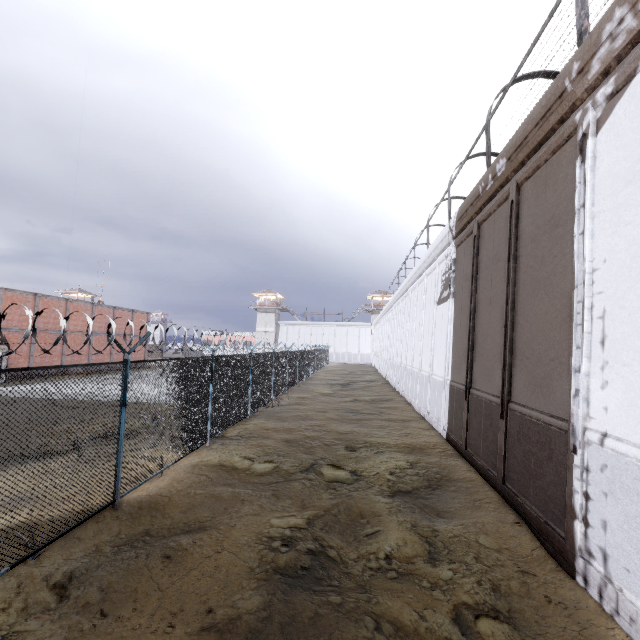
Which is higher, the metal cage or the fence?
the metal cage

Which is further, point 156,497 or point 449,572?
point 156,497

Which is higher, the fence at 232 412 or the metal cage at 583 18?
the metal cage at 583 18
